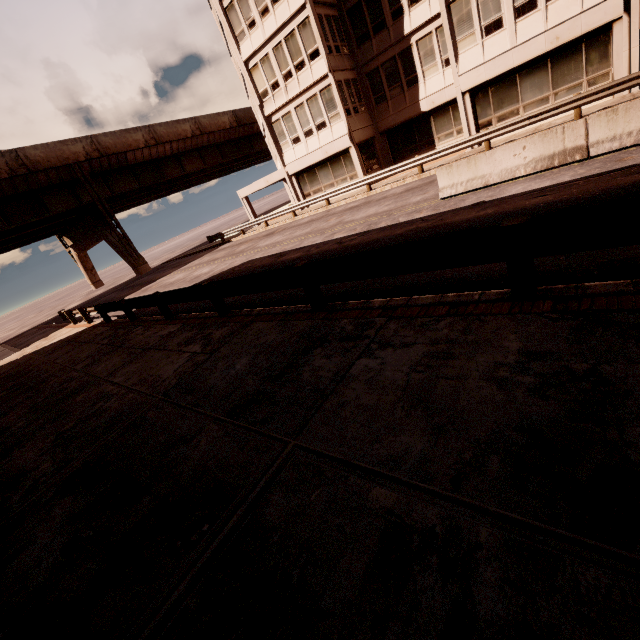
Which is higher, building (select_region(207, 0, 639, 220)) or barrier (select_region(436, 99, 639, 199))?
building (select_region(207, 0, 639, 220))

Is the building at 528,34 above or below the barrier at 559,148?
above

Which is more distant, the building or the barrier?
the building

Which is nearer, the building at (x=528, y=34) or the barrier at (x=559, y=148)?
the barrier at (x=559, y=148)

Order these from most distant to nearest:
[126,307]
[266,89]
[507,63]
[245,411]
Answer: [266,89] → [507,63] → [126,307] → [245,411]
